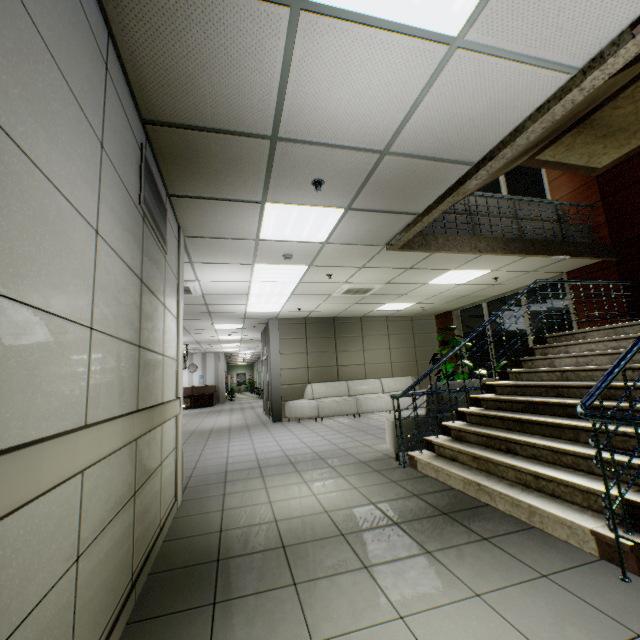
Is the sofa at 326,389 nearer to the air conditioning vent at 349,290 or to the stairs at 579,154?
the air conditioning vent at 349,290

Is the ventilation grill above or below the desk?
above

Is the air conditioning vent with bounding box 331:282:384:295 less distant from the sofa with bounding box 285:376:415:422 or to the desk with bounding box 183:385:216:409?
the sofa with bounding box 285:376:415:422

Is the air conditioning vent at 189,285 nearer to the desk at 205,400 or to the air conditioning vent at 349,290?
the air conditioning vent at 349,290

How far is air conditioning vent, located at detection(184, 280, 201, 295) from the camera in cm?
617

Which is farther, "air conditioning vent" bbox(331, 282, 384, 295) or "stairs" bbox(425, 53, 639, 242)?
"air conditioning vent" bbox(331, 282, 384, 295)

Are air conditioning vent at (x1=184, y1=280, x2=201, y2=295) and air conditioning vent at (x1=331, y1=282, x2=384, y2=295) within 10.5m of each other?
yes

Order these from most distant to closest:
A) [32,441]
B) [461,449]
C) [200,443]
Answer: [200,443]
[461,449]
[32,441]
